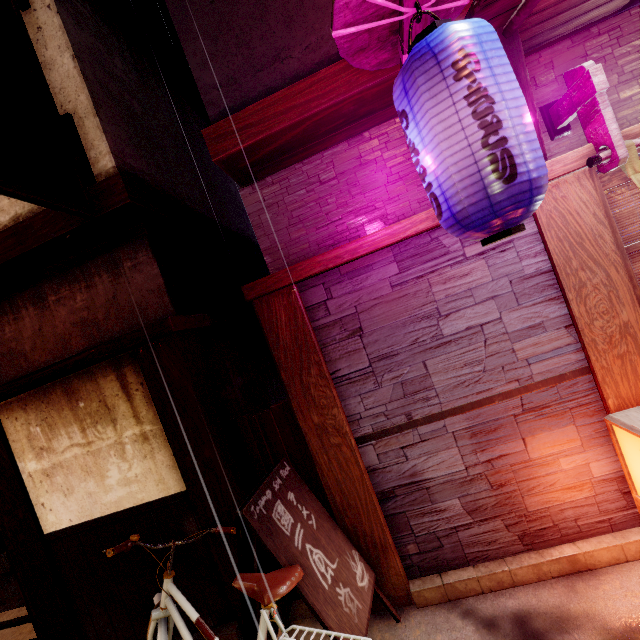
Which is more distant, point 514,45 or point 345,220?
point 345,220

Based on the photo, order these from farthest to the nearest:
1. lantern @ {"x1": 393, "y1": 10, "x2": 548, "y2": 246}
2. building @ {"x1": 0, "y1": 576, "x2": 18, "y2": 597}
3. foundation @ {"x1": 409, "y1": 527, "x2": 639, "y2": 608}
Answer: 1. building @ {"x1": 0, "y1": 576, "x2": 18, "y2": 597}
2. foundation @ {"x1": 409, "y1": 527, "x2": 639, "y2": 608}
3. lantern @ {"x1": 393, "y1": 10, "x2": 548, "y2": 246}

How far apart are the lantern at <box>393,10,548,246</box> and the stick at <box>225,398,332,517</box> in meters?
3.5 m

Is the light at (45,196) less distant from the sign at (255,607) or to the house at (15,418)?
the house at (15,418)

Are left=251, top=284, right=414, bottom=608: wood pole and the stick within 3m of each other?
yes

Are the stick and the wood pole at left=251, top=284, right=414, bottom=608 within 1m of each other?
yes

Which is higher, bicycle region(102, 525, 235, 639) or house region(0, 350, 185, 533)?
house region(0, 350, 185, 533)

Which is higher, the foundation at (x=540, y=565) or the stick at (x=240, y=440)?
the stick at (x=240, y=440)
